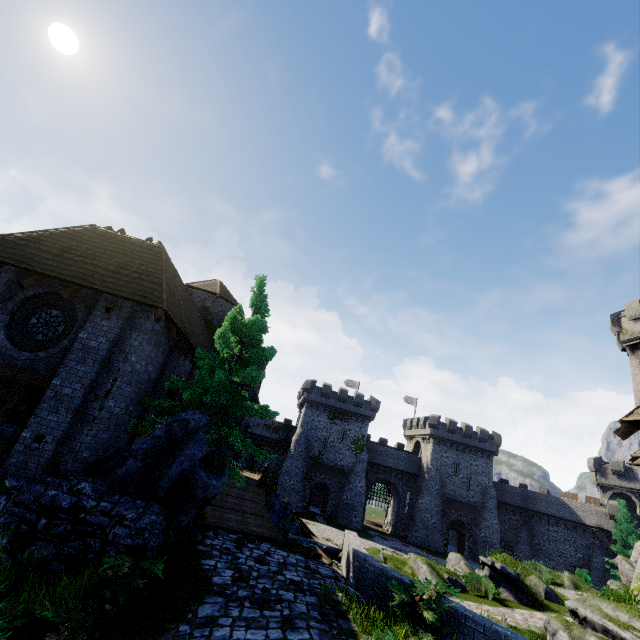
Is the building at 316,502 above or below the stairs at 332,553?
below

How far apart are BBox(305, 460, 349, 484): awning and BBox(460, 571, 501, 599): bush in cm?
2607

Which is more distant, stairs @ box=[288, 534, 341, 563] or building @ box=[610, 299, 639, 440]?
stairs @ box=[288, 534, 341, 563]

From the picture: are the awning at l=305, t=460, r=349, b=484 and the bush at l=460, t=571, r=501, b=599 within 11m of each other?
no

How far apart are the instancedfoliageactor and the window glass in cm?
941

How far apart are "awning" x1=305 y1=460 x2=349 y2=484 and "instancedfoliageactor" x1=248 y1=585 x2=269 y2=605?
38.8 meters

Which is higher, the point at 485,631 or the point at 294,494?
the point at 485,631

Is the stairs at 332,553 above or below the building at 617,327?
below
